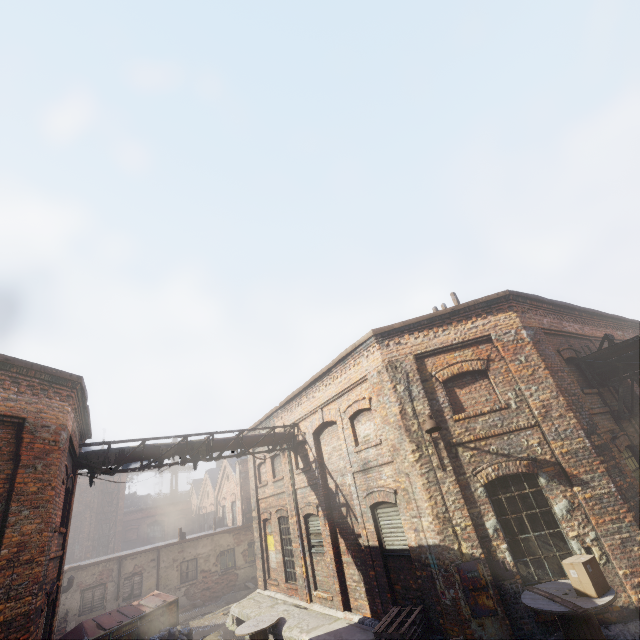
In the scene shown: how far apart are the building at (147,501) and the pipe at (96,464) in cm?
4324

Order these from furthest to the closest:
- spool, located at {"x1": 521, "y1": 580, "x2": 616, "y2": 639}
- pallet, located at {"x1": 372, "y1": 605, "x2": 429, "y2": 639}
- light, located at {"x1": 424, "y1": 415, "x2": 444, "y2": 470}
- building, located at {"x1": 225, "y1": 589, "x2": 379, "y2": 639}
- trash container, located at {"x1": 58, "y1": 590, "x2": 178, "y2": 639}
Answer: trash container, located at {"x1": 58, "y1": 590, "x2": 178, "y2": 639} → building, located at {"x1": 225, "y1": 589, "x2": 379, "y2": 639} → light, located at {"x1": 424, "y1": 415, "x2": 444, "y2": 470} → pallet, located at {"x1": 372, "y1": 605, "x2": 429, "y2": 639} → spool, located at {"x1": 521, "y1": 580, "x2": 616, "y2": 639}

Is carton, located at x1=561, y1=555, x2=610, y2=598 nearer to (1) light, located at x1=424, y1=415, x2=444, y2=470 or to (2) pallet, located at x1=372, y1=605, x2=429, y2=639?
(1) light, located at x1=424, y1=415, x2=444, y2=470

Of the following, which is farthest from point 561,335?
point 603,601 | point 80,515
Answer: point 80,515

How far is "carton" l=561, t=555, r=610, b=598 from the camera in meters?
5.6

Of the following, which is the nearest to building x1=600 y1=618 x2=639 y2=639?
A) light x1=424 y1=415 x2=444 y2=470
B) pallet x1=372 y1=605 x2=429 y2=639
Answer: pallet x1=372 y1=605 x2=429 y2=639

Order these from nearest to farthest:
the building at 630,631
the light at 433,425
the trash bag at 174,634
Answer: the building at 630,631, the light at 433,425, the trash bag at 174,634

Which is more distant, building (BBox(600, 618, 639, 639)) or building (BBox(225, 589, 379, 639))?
building (BBox(225, 589, 379, 639))
